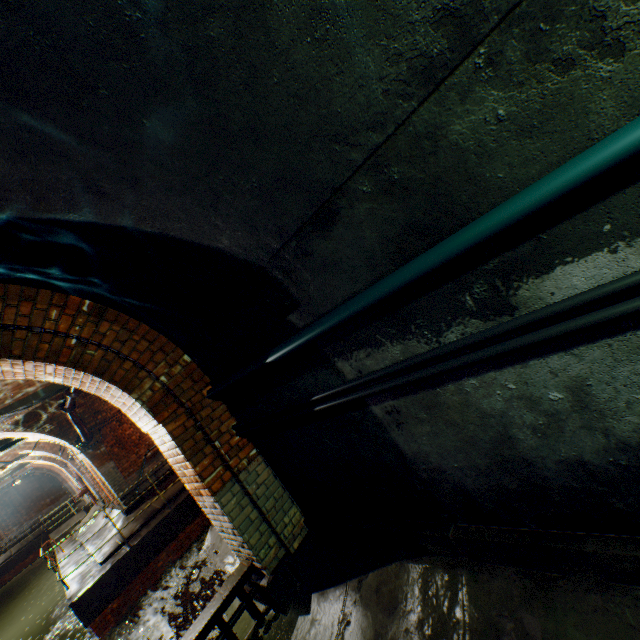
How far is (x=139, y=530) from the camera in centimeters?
964cm

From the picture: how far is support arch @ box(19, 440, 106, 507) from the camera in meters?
13.6 m

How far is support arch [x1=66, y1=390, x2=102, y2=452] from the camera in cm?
1027

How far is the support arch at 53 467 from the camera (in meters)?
13.58

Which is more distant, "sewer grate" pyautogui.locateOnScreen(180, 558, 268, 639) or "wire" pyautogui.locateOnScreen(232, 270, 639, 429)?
"sewer grate" pyautogui.locateOnScreen(180, 558, 268, 639)

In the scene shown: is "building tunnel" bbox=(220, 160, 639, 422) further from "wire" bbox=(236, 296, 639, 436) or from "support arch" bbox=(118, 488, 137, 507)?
"support arch" bbox=(118, 488, 137, 507)

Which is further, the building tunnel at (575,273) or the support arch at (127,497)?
the support arch at (127,497)

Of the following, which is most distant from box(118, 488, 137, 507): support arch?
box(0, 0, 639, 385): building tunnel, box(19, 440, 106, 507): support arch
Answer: box(0, 0, 639, 385): building tunnel
